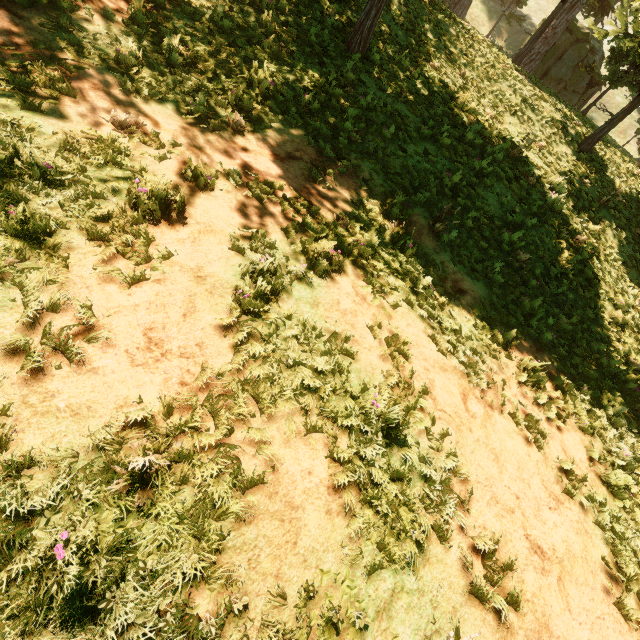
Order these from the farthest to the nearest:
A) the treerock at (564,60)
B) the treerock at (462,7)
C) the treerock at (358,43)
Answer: the treerock at (462,7) → the treerock at (564,60) → the treerock at (358,43)

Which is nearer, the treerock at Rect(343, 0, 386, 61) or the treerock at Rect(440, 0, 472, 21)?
the treerock at Rect(343, 0, 386, 61)

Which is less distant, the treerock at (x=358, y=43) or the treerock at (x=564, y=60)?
the treerock at (x=358, y=43)

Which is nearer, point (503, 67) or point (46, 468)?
point (46, 468)

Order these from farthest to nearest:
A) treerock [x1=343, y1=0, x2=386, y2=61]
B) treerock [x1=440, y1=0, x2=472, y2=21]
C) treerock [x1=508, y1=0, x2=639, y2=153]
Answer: treerock [x1=440, y1=0, x2=472, y2=21] < treerock [x1=508, y1=0, x2=639, y2=153] < treerock [x1=343, y1=0, x2=386, y2=61]

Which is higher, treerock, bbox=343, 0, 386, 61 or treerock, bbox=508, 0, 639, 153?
treerock, bbox=508, 0, 639, 153
